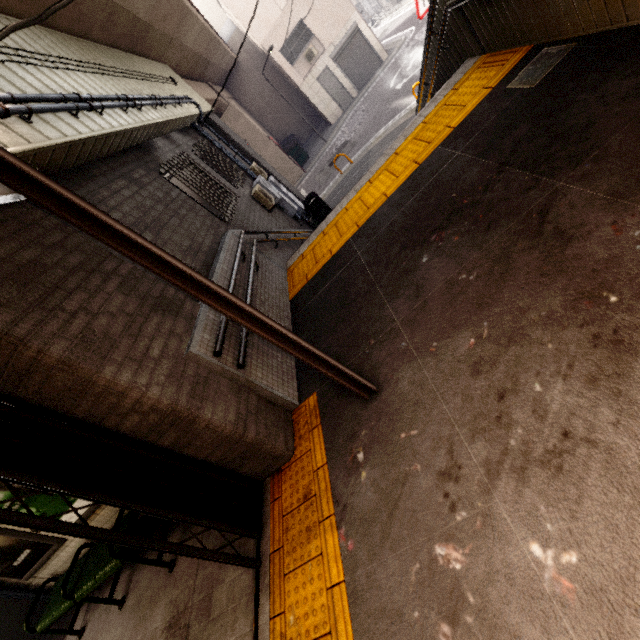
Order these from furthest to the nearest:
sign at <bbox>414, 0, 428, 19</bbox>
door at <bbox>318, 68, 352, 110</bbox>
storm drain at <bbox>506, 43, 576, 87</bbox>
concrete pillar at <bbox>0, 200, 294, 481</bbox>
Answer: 1. door at <bbox>318, 68, 352, 110</bbox>
2. sign at <bbox>414, 0, 428, 19</bbox>
3. storm drain at <bbox>506, 43, 576, 87</bbox>
4. concrete pillar at <bbox>0, 200, 294, 481</bbox>

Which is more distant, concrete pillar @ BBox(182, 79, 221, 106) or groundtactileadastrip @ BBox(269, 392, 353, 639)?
concrete pillar @ BBox(182, 79, 221, 106)

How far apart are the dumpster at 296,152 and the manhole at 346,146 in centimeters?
442cm

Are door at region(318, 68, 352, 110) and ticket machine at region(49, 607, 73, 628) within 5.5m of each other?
no

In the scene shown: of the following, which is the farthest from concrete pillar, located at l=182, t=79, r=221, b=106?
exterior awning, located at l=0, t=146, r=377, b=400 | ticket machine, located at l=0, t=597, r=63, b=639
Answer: ticket machine, located at l=0, t=597, r=63, b=639

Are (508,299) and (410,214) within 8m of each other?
yes

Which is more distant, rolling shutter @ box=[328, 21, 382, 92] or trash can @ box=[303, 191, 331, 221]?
rolling shutter @ box=[328, 21, 382, 92]

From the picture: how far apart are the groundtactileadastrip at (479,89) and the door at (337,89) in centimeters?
1969cm
